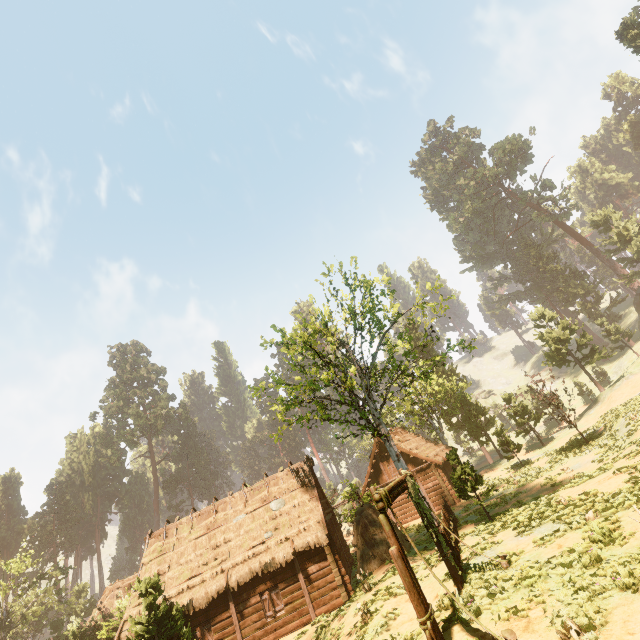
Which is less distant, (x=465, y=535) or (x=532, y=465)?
(x=465, y=535)

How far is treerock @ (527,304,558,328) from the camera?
38.6 meters

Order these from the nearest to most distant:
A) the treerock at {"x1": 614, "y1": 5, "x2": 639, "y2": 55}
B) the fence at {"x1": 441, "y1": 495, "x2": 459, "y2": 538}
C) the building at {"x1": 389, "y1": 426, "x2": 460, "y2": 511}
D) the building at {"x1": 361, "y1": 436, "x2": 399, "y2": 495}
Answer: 1. the fence at {"x1": 441, "y1": 495, "x2": 459, "y2": 538}
2. the building at {"x1": 389, "y1": 426, "x2": 460, "y2": 511}
3. the treerock at {"x1": 614, "y1": 5, "x2": 639, "y2": 55}
4. the building at {"x1": 361, "y1": 436, "x2": 399, "y2": 495}

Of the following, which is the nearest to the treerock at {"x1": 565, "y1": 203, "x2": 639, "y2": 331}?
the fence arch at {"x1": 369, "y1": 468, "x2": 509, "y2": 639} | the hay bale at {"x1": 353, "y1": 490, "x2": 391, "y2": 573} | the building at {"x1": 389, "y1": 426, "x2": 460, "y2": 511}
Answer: the building at {"x1": 389, "y1": 426, "x2": 460, "y2": 511}

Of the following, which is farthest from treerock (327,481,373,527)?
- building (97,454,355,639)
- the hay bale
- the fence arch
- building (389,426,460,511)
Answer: the fence arch

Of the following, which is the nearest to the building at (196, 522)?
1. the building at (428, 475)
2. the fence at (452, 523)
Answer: the fence at (452, 523)

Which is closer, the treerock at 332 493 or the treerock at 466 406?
the treerock at 466 406

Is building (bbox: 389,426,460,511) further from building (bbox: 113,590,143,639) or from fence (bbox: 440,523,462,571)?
building (bbox: 113,590,143,639)
